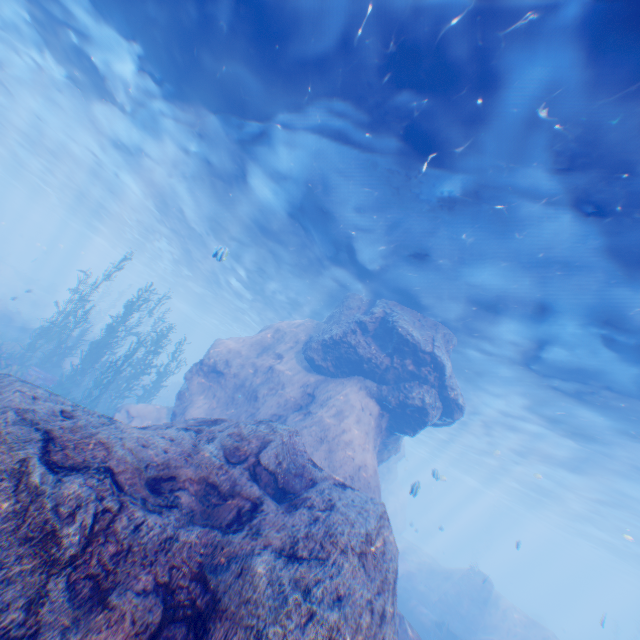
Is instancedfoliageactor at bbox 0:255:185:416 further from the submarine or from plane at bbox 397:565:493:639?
plane at bbox 397:565:493:639

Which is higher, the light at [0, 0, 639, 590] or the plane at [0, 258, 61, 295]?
the light at [0, 0, 639, 590]

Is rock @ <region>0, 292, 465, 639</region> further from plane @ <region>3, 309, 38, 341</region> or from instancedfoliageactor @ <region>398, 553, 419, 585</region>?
instancedfoliageactor @ <region>398, 553, 419, 585</region>

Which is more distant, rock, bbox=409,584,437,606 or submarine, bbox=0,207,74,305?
submarine, bbox=0,207,74,305

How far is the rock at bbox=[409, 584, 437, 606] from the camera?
21.0 meters

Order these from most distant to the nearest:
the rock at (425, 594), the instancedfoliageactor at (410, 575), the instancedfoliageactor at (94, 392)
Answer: the instancedfoliageactor at (410, 575) < the rock at (425, 594) < the instancedfoliageactor at (94, 392)

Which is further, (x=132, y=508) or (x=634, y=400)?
(x=634, y=400)

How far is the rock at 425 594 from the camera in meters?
21.0
